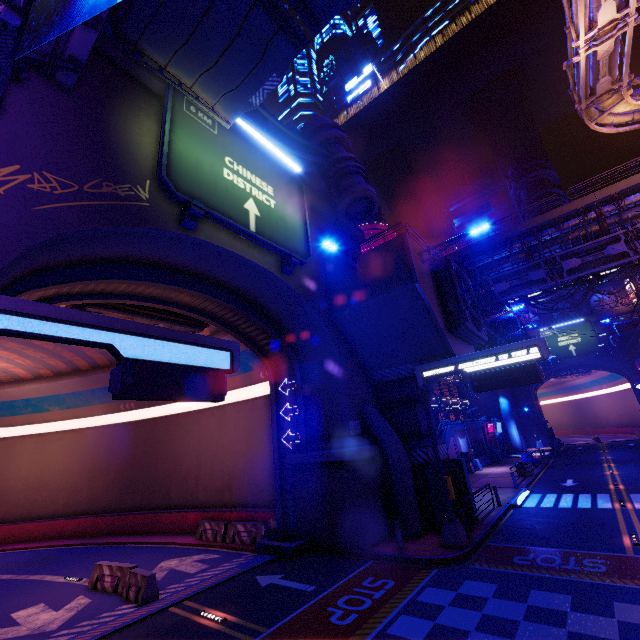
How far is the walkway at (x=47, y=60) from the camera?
8.14m

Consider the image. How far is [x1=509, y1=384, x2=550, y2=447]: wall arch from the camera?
51.6 meters

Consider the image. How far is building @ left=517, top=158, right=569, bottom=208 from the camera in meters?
55.4 m

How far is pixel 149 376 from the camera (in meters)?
6.96

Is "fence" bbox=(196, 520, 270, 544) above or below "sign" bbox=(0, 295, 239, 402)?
below

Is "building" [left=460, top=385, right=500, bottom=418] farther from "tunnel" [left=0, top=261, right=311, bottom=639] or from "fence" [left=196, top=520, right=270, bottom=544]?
"fence" [left=196, top=520, right=270, bottom=544]

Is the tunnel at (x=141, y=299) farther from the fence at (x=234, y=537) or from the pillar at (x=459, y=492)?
the pillar at (x=459, y=492)

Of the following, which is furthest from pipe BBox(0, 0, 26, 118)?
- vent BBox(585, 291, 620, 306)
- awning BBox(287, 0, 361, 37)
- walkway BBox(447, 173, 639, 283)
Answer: vent BBox(585, 291, 620, 306)
